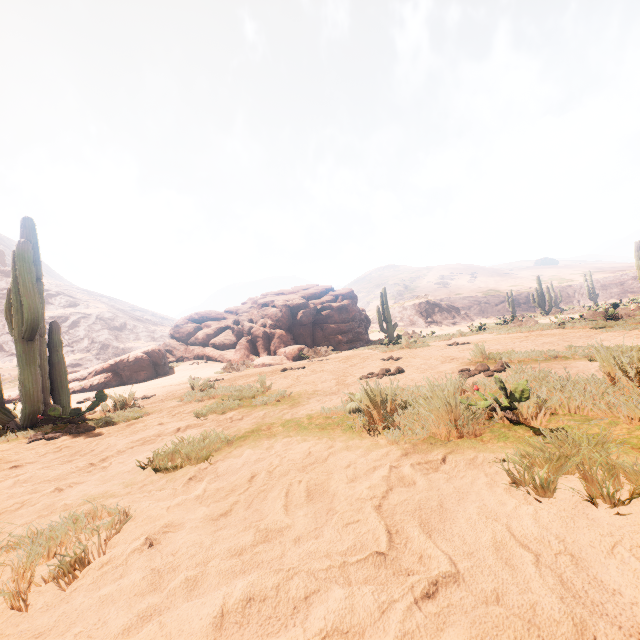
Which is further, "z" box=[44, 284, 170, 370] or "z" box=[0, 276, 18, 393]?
"z" box=[44, 284, 170, 370]

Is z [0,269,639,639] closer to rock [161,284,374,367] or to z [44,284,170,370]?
rock [161,284,374,367]

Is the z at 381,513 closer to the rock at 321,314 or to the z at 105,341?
the rock at 321,314

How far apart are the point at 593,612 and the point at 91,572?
1.7 meters

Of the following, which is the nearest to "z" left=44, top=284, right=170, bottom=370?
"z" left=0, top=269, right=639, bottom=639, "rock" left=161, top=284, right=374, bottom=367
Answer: "z" left=0, top=269, right=639, bottom=639

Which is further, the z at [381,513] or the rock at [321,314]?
the rock at [321,314]
